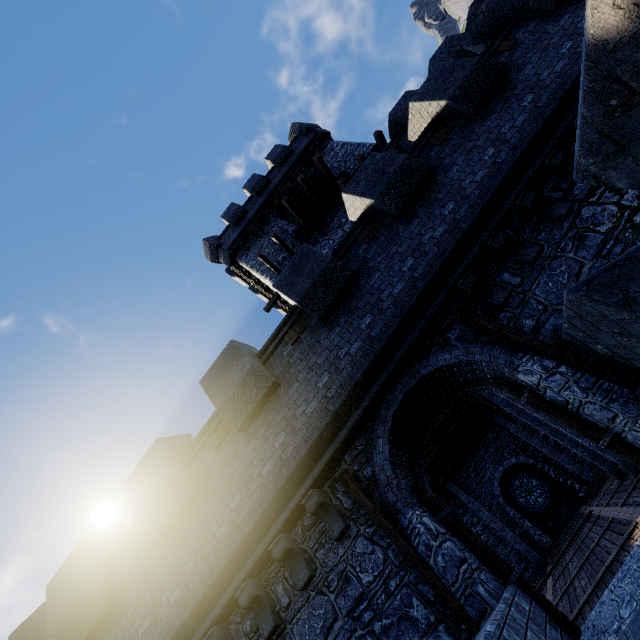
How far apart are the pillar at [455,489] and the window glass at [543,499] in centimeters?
372cm

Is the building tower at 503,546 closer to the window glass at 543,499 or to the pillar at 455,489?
the window glass at 543,499

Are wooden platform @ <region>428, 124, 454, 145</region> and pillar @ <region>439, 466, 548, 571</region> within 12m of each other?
no

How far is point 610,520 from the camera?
8.1m

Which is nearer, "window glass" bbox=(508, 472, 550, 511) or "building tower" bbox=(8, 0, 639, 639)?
"building tower" bbox=(8, 0, 639, 639)

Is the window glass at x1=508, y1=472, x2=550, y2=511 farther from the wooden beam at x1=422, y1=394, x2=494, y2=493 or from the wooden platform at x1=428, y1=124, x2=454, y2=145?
the wooden platform at x1=428, y1=124, x2=454, y2=145

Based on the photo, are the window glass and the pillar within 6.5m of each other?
yes

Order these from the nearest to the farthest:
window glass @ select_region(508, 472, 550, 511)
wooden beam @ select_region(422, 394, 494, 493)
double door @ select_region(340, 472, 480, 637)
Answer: double door @ select_region(340, 472, 480, 637)
wooden beam @ select_region(422, 394, 494, 493)
window glass @ select_region(508, 472, 550, 511)
